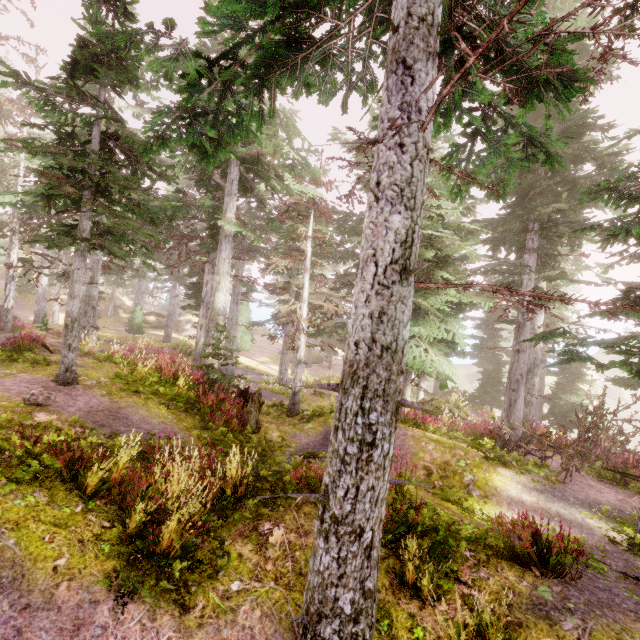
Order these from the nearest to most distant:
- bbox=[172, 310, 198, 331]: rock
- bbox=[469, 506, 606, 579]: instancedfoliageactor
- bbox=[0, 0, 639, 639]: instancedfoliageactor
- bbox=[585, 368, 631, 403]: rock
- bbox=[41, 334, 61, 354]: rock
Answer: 1. bbox=[0, 0, 639, 639]: instancedfoliageactor
2. bbox=[469, 506, 606, 579]: instancedfoliageactor
3. bbox=[41, 334, 61, 354]: rock
4. bbox=[172, 310, 198, 331]: rock
5. bbox=[585, 368, 631, 403]: rock

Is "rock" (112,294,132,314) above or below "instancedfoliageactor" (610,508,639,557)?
above

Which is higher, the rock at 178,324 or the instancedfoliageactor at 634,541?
the rock at 178,324

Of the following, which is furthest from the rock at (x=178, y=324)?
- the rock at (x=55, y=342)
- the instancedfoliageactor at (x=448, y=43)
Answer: the rock at (x=55, y=342)

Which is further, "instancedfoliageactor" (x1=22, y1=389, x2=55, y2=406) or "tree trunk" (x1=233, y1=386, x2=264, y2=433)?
"tree trunk" (x1=233, y1=386, x2=264, y2=433)

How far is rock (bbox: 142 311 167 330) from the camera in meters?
43.0

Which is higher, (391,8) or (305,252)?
(391,8)

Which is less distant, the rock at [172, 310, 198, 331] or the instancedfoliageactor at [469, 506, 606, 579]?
the instancedfoliageactor at [469, 506, 606, 579]
